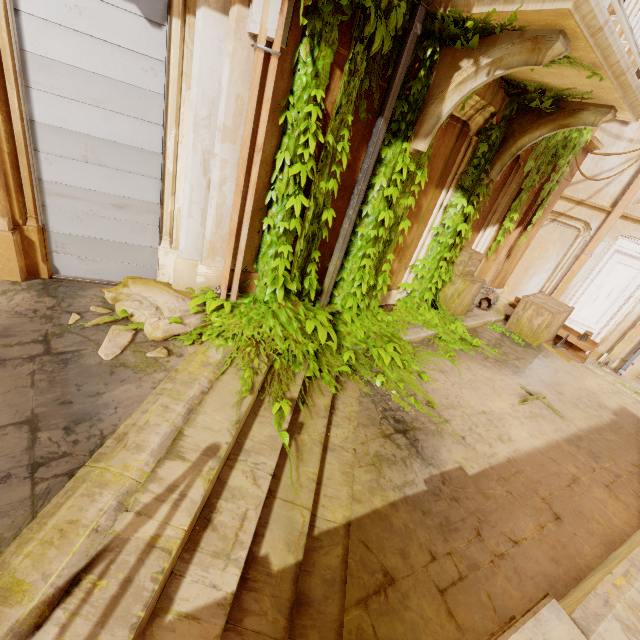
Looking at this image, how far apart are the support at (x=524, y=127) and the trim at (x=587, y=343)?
4.3 meters

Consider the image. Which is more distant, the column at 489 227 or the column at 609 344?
the column at 609 344

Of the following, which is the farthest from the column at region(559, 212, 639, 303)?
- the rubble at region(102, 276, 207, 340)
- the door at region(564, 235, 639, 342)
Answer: the rubble at region(102, 276, 207, 340)

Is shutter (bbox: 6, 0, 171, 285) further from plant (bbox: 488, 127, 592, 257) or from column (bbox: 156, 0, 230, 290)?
plant (bbox: 488, 127, 592, 257)

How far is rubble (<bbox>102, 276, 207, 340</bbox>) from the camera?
3.5 meters

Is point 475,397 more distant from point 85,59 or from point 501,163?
point 85,59

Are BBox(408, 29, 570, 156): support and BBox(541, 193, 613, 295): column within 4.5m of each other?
no

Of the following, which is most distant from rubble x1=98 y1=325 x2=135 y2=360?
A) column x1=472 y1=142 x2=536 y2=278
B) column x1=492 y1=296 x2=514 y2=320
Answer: column x1=492 y1=296 x2=514 y2=320
